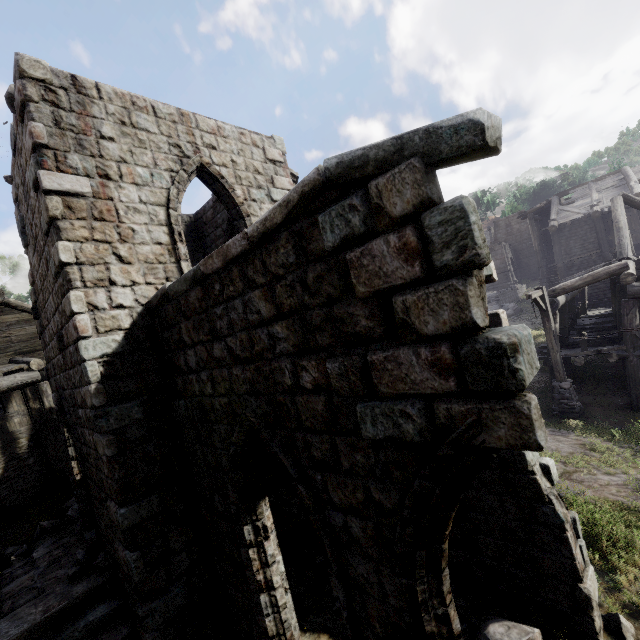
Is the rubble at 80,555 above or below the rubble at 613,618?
above

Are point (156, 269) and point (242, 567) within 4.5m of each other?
no

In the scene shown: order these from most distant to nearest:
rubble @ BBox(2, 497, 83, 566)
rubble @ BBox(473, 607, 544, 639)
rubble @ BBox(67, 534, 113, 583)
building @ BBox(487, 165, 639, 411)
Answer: building @ BBox(487, 165, 639, 411)
rubble @ BBox(2, 497, 83, 566)
rubble @ BBox(67, 534, 113, 583)
rubble @ BBox(473, 607, 544, 639)

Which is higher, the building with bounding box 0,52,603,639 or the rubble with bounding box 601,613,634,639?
the building with bounding box 0,52,603,639

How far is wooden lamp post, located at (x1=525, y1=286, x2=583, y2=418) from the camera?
11.45m

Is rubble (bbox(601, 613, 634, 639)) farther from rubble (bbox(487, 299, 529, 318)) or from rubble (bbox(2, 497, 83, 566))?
rubble (bbox(487, 299, 529, 318))

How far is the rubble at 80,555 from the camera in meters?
6.8 m

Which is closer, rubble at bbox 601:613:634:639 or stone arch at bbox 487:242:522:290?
rubble at bbox 601:613:634:639
